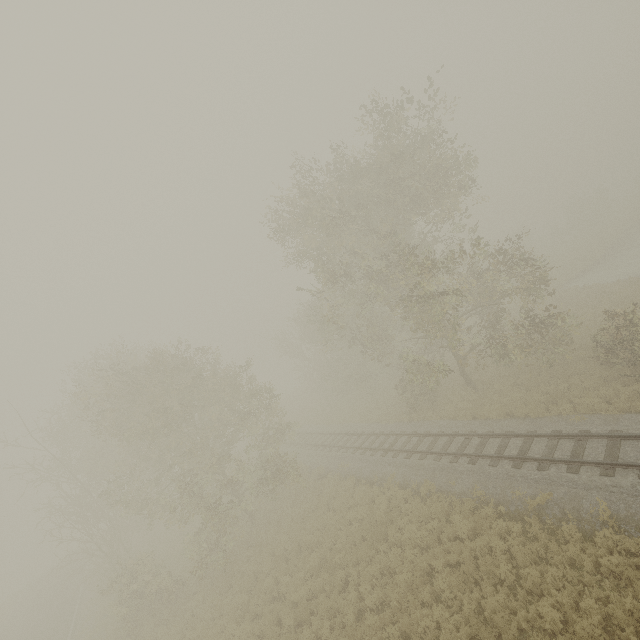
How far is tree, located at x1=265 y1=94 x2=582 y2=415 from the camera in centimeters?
1681cm

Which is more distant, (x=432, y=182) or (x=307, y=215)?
(x=307, y=215)

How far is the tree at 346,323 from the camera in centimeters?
1681cm
